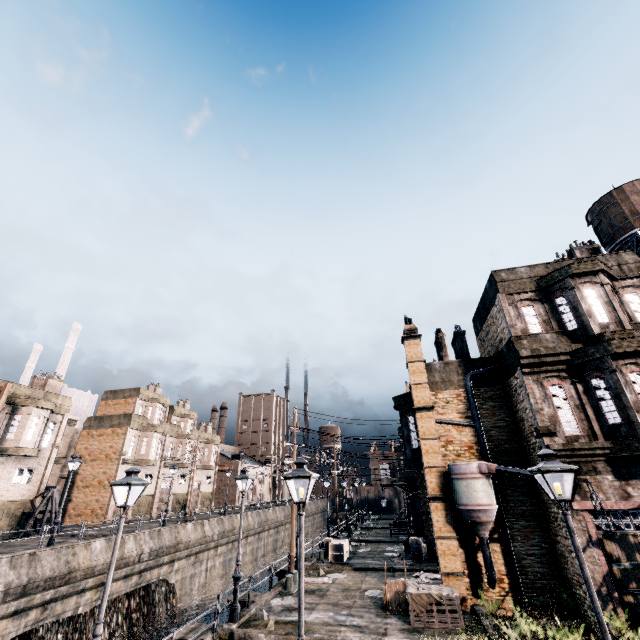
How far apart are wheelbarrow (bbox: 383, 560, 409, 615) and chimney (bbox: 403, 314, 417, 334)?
13.21m

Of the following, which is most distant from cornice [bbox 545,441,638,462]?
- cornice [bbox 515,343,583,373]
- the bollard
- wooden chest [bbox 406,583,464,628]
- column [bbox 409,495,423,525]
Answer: column [bbox 409,495,423,525]

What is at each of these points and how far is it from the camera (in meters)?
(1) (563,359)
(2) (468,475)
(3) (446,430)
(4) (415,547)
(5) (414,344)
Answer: (1) cornice, 15.48
(2) silo, 15.66
(3) building, 18.42
(4) wooden barrel, 24.69
(5) column, 20.66

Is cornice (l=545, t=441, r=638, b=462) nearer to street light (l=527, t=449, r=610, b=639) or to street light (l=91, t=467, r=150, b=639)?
street light (l=527, t=449, r=610, b=639)

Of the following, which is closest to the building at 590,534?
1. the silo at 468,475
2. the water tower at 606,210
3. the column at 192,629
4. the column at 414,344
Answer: the column at 414,344

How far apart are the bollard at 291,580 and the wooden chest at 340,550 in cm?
686

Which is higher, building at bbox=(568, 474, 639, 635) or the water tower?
the water tower

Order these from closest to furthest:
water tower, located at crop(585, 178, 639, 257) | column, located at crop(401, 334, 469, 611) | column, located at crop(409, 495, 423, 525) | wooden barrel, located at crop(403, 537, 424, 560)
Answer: column, located at crop(401, 334, 469, 611) < water tower, located at crop(585, 178, 639, 257) < wooden barrel, located at crop(403, 537, 424, 560) < column, located at crop(409, 495, 423, 525)
